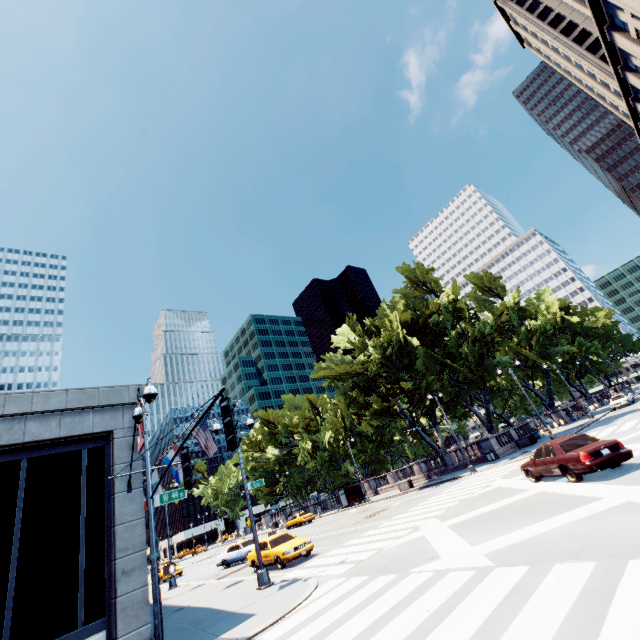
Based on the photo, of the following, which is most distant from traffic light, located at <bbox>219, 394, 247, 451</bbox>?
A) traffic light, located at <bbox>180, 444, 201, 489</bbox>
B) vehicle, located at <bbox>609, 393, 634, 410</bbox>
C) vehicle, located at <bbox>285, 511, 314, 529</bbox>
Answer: vehicle, located at <bbox>609, 393, 634, 410</bbox>

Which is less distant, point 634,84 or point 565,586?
point 565,586

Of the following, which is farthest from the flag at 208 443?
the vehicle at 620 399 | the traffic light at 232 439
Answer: the vehicle at 620 399

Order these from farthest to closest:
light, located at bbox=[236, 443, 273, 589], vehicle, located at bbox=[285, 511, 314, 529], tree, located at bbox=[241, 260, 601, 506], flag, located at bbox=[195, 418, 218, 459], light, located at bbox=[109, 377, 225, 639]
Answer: vehicle, located at bbox=[285, 511, 314, 529] < tree, located at bbox=[241, 260, 601, 506] < flag, located at bbox=[195, 418, 218, 459] < light, located at bbox=[236, 443, 273, 589] < light, located at bbox=[109, 377, 225, 639]

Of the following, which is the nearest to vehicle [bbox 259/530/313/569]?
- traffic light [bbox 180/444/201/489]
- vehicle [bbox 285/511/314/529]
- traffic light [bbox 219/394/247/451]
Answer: traffic light [bbox 180/444/201/489]

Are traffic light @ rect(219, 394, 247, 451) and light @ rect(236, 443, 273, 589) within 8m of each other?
no

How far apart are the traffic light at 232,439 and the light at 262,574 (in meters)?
11.59

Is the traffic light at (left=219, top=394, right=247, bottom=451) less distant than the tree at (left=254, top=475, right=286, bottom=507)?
Yes
